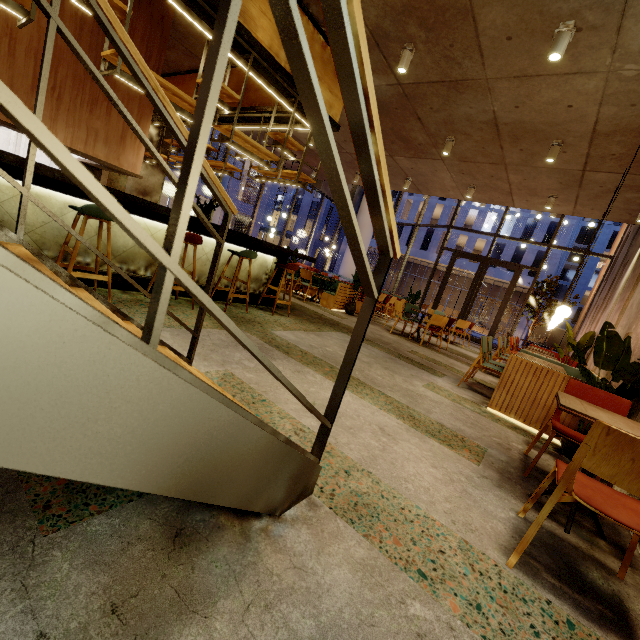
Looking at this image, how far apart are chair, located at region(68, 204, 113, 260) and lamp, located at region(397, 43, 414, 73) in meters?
4.5 m

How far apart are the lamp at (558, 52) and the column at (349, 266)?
14.2m

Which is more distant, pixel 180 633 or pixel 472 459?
pixel 472 459

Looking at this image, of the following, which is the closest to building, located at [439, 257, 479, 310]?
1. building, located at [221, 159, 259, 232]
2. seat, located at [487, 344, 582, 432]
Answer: building, located at [221, 159, 259, 232]

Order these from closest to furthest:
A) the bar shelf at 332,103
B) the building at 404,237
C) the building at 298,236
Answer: the bar shelf at 332,103, the building at 404,237, the building at 298,236

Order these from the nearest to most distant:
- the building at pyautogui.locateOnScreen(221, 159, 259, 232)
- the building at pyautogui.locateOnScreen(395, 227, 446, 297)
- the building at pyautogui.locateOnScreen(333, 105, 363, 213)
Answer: the building at pyautogui.locateOnScreen(333, 105, 363, 213), the building at pyautogui.locateOnScreen(221, 159, 259, 232), the building at pyautogui.locateOnScreen(395, 227, 446, 297)

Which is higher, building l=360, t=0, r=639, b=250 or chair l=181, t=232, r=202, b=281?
building l=360, t=0, r=639, b=250

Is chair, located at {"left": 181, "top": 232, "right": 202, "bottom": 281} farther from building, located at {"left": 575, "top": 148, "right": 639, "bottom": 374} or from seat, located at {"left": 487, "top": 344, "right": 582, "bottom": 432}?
seat, located at {"left": 487, "top": 344, "right": 582, "bottom": 432}
